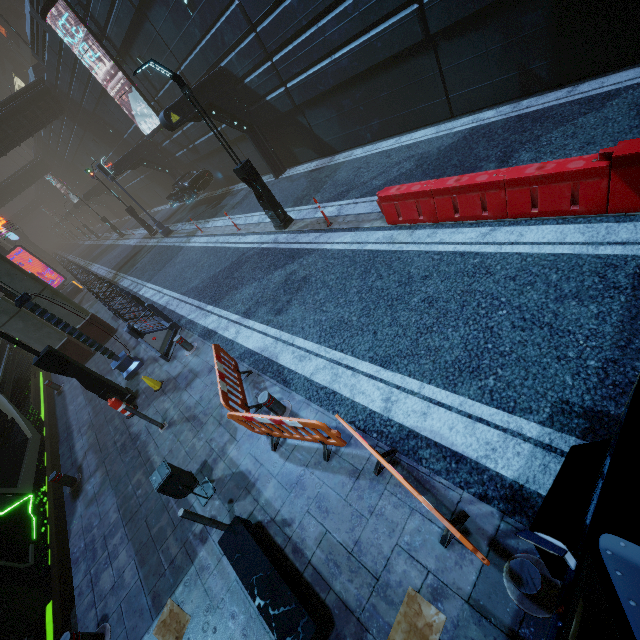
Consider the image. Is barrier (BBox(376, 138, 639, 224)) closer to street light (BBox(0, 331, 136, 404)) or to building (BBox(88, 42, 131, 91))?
building (BBox(88, 42, 131, 91))

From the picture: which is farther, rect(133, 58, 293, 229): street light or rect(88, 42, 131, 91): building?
rect(88, 42, 131, 91): building

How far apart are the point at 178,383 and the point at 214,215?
12.87m

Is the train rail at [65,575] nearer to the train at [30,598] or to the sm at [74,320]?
the train at [30,598]

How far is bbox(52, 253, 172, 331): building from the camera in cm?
1053

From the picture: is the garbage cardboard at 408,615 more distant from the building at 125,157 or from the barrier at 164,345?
the barrier at 164,345

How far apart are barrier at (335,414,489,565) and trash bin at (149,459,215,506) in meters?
2.8

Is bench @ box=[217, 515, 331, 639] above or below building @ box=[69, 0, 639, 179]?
below
